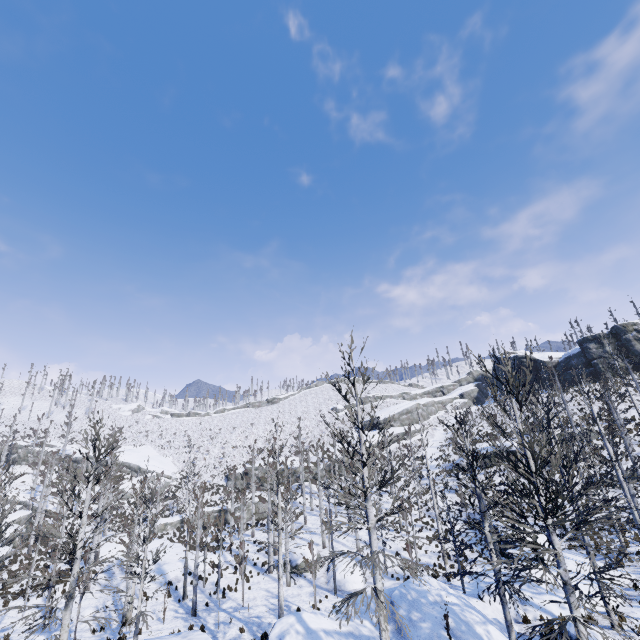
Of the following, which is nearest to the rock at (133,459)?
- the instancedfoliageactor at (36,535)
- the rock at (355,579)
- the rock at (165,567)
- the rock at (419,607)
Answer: the rock at (165,567)

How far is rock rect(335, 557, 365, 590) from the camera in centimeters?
2327cm

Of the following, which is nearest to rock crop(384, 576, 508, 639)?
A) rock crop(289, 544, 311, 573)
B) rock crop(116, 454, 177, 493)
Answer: rock crop(289, 544, 311, 573)

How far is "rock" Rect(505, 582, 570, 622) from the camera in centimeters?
→ 1345cm

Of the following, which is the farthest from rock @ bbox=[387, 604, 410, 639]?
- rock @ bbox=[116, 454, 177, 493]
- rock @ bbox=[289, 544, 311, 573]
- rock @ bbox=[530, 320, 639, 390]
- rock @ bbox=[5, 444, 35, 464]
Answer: rock @ bbox=[5, 444, 35, 464]

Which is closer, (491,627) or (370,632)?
(370,632)

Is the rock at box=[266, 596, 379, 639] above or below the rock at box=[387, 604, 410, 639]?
above

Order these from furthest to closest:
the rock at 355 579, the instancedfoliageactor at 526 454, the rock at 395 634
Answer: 1. the rock at 355 579
2. the rock at 395 634
3. the instancedfoliageactor at 526 454
